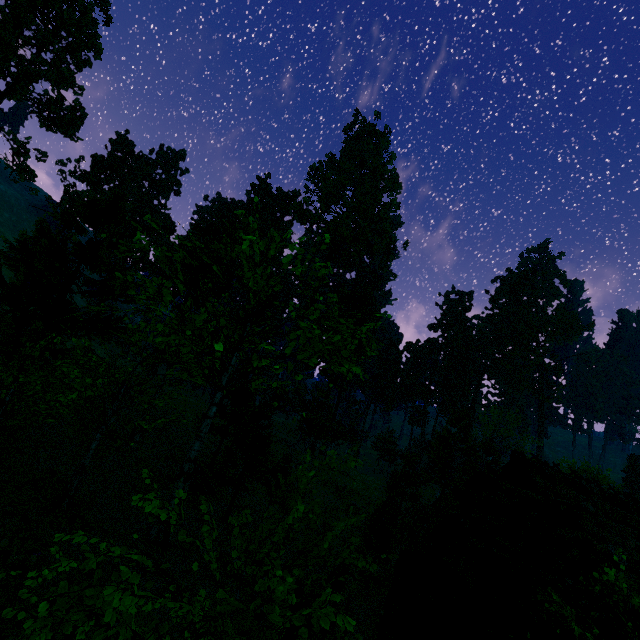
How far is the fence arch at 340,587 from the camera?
6.32m

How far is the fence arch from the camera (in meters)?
6.32

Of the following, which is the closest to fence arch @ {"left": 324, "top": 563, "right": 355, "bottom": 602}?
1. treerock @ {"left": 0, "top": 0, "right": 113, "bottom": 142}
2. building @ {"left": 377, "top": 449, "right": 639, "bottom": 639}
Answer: building @ {"left": 377, "top": 449, "right": 639, "bottom": 639}

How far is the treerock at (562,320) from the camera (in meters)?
56.47

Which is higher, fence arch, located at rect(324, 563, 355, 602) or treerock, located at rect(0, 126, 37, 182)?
treerock, located at rect(0, 126, 37, 182)

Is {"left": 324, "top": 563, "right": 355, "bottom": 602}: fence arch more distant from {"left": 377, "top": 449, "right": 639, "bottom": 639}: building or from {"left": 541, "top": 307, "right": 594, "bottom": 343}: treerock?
{"left": 541, "top": 307, "right": 594, "bottom": 343}: treerock

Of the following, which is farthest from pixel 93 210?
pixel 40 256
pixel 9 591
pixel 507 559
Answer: pixel 507 559

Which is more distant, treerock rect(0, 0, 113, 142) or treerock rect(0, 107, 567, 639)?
treerock rect(0, 0, 113, 142)
